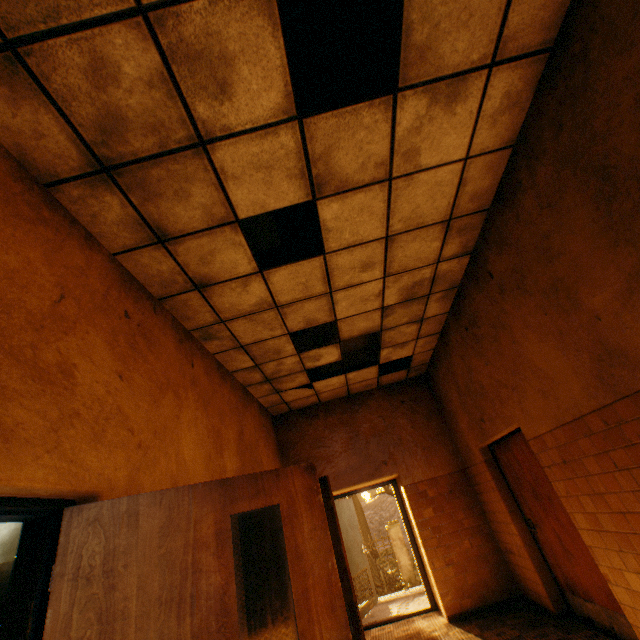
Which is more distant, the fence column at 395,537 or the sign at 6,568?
the fence column at 395,537

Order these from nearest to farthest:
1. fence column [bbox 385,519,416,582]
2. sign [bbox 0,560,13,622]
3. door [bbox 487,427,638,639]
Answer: sign [bbox 0,560,13,622] → door [bbox 487,427,638,639] → fence column [bbox 385,519,416,582]

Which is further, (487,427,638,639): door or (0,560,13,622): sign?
(487,427,638,639): door

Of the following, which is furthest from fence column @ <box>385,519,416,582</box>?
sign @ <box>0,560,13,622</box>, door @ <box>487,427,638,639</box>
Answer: sign @ <box>0,560,13,622</box>

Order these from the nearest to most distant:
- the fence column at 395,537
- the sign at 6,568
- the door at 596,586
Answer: the sign at 6,568, the door at 596,586, the fence column at 395,537

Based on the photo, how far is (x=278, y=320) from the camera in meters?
4.1 m

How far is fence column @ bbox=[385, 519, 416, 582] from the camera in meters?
14.2

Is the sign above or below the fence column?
above
